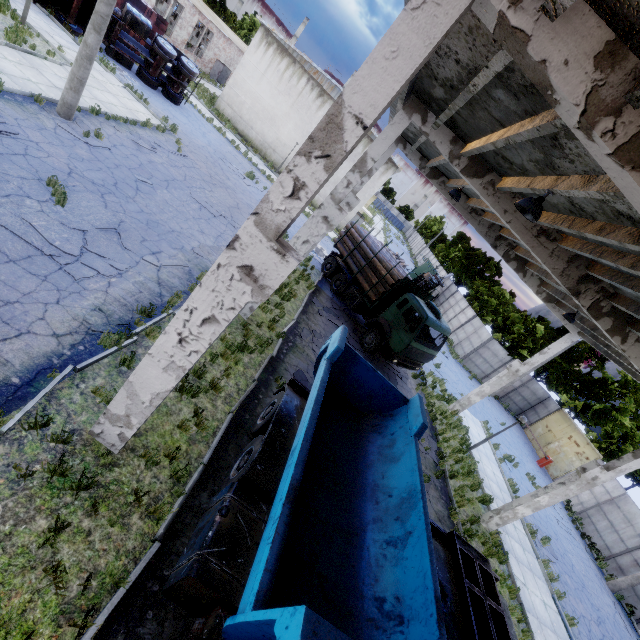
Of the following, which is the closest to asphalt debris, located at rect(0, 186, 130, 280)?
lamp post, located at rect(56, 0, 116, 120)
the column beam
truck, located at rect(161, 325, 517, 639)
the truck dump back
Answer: the column beam

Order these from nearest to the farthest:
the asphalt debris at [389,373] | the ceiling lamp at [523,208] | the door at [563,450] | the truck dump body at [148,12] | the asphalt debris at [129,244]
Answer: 1. the ceiling lamp at [523,208]
2. the asphalt debris at [129,244]
3. the asphalt debris at [389,373]
4. the truck dump body at [148,12]
5. the door at [563,450]

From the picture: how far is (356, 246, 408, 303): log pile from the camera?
16.2m

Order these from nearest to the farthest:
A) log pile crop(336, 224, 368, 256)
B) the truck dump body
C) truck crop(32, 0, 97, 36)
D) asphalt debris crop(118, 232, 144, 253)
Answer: asphalt debris crop(118, 232, 144, 253) → truck crop(32, 0, 97, 36) → log pile crop(336, 224, 368, 256) → the truck dump body

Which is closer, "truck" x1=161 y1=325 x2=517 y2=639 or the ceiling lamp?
"truck" x1=161 y1=325 x2=517 y2=639

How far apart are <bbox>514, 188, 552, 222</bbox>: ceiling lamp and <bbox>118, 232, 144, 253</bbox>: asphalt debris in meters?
9.2 m

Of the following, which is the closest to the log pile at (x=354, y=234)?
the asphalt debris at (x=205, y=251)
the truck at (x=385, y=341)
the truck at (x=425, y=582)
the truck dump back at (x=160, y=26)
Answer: the truck at (x=385, y=341)

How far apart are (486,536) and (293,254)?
13.53m
